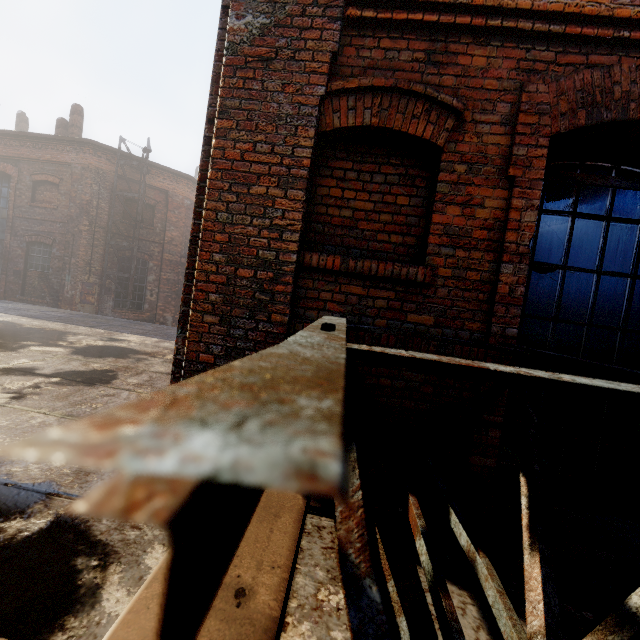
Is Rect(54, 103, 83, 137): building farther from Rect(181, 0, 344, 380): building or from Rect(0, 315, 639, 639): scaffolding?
Rect(0, 315, 639, 639): scaffolding

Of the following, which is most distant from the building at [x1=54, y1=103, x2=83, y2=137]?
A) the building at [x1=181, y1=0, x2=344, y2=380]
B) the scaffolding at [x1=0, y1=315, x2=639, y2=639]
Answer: the scaffolding at [x1=0, y1=315, x2=639, y2=639]

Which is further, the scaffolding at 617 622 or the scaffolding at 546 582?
the scaffolding at 617 622

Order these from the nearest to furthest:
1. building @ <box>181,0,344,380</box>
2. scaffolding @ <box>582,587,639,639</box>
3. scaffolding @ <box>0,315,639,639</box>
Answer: scaffolding @ <box>0,315,639,639</box> → scaffolding @ <box>582,587,639,639</box> → building @ <box>181,0,344,380</box>

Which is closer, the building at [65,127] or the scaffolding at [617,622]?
the scaffolding at [617,622]

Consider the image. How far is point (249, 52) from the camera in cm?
250
